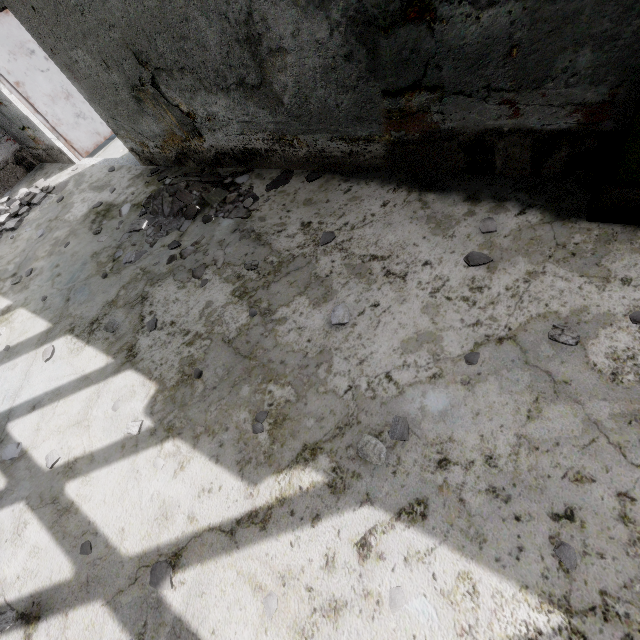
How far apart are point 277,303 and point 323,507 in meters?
1.7

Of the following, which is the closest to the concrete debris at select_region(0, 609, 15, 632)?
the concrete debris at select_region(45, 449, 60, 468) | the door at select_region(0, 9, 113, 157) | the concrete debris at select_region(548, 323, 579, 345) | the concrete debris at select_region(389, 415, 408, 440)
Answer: the concrete debris at select_region(45, 449, 60, 468)

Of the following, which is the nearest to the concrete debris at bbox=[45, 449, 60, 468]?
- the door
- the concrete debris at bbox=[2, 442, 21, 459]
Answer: the concrete debris at bbox=[2, 442, 21, 459]

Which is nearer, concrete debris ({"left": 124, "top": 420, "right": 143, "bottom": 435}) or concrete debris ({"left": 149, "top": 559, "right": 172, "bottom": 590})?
concrete debris ({"left": 149, "top": 559, "right": 172, "bottom": 590})

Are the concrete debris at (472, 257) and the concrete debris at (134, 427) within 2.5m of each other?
no

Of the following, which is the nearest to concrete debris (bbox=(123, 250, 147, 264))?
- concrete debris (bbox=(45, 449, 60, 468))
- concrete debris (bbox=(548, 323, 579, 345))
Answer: concrete debris (bbox=(45, 449, 60, 468))

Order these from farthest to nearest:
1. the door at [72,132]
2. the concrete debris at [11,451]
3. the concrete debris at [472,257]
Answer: the door at [72,132], the concrete debris at [11,451], the concrete debris at [472,257]

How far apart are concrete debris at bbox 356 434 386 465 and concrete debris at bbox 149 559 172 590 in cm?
147
